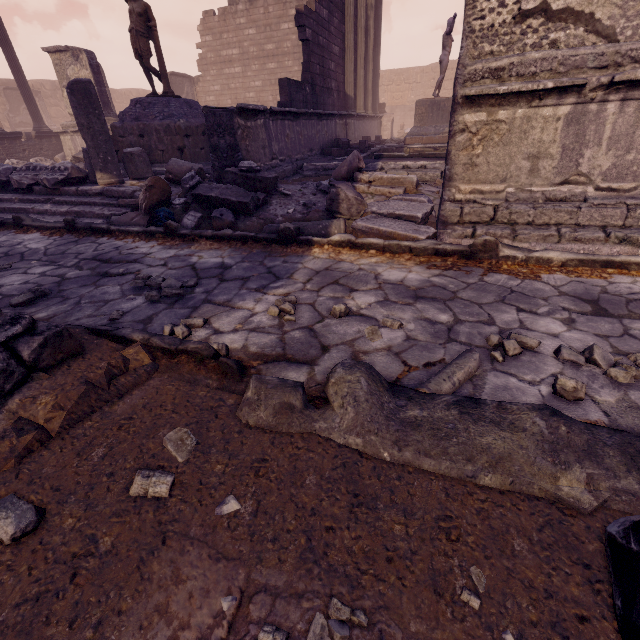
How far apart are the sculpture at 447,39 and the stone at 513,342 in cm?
1252

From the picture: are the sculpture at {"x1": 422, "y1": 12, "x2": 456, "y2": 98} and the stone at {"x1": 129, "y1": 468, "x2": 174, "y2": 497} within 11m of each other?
no

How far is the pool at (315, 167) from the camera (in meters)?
7.68

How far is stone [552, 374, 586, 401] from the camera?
1.7m

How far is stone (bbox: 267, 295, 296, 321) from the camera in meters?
2.6

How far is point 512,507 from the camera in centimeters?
121cm

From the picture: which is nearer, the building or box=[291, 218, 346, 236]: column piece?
the building

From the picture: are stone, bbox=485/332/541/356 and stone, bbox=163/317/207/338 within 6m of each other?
yes
